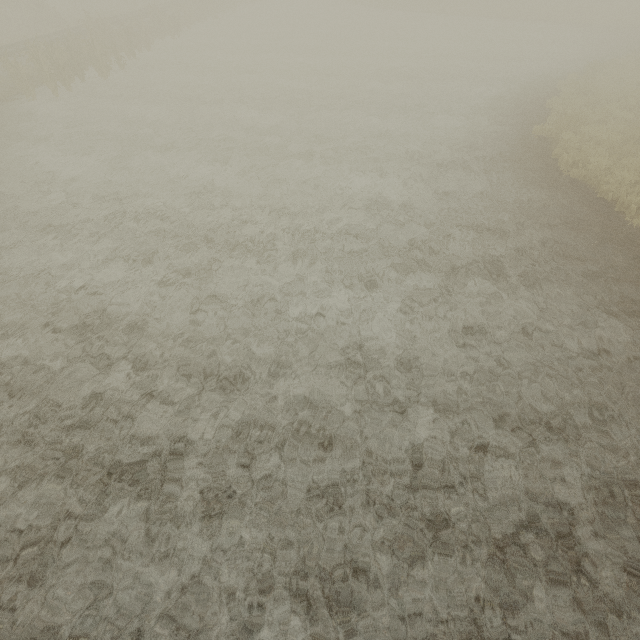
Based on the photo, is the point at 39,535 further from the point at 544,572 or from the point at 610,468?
the point at 610,468
